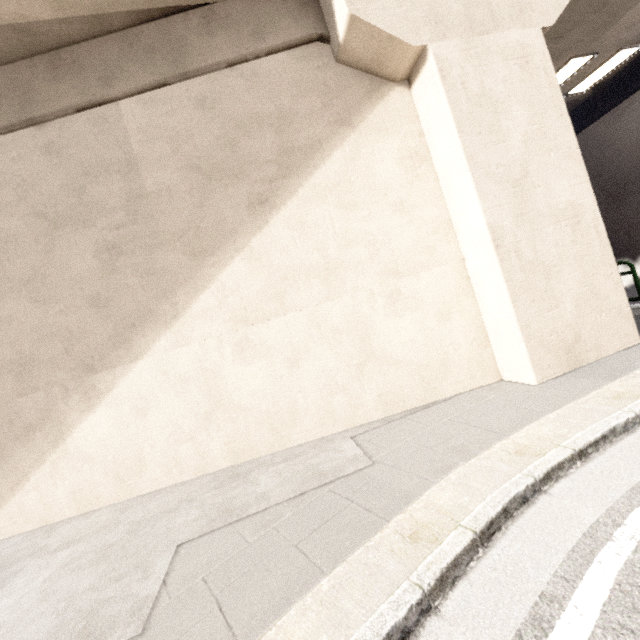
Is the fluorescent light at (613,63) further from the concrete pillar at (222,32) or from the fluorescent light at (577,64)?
the concrete pillar at (222,32)

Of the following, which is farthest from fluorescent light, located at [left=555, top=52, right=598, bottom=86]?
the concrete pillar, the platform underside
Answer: the concrete pillar

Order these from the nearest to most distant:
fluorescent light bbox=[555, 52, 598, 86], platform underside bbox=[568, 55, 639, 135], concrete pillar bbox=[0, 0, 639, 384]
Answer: concrete pillar bbox=[0, 0, 639, 384] < fluorescent light bbox=[555, 52, 598, 86] < platform underside bbox=[568, 55, 639, 135]

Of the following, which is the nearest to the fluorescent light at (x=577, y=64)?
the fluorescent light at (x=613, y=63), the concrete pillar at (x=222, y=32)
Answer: the fluorescent light at (x=613, y=63)

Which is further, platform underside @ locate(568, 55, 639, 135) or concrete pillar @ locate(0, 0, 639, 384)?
platform underside @ locate(568, 55, 639, 135)

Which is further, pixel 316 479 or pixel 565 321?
pixel 565 321

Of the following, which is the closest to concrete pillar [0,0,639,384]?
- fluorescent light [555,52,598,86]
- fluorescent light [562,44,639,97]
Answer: fluorescent light [555,52,598,86]

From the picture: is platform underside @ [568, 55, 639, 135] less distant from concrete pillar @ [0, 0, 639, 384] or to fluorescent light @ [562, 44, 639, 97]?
fluorescent light @ [562, 44, 639, 97]
